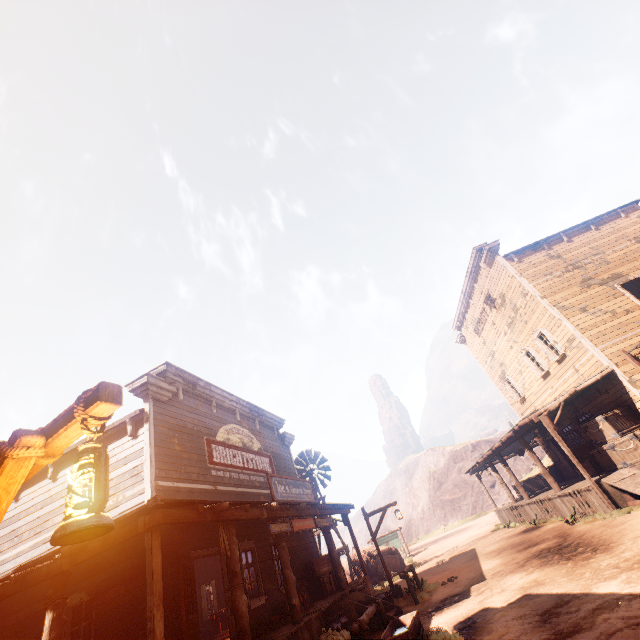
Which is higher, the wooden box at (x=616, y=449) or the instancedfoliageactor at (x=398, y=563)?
the wooden box at (x=616, y=449)

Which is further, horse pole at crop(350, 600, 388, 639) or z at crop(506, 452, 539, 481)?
z at crop(506, 452, 539, 481)

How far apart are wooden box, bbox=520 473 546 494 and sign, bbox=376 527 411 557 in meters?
11.4

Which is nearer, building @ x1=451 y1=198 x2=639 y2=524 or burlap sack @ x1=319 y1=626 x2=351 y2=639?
burlap sack @ x1=319 y1=626 x2=351 y2=639

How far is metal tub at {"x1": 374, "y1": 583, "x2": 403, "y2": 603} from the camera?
11.5m

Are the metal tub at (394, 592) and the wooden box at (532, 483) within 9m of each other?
no

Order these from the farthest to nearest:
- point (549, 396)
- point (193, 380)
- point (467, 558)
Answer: point (549, 396) < point (467, 558) < point (193, 380)

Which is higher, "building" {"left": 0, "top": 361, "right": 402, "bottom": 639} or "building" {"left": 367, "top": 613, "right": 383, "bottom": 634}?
"building" {"left": 0, "top": 361, "right": 402, "bottom": 639}
